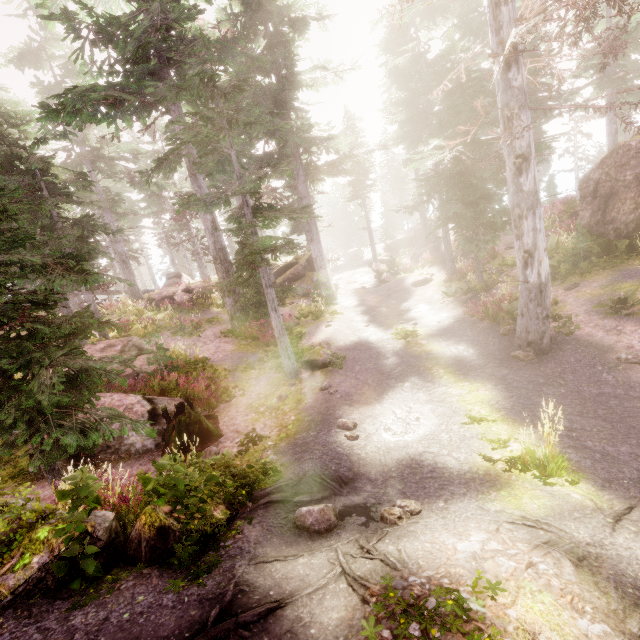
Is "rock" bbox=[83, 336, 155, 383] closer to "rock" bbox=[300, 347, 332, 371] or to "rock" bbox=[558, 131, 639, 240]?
"rock" bbox=[300, 347, 332, 371]

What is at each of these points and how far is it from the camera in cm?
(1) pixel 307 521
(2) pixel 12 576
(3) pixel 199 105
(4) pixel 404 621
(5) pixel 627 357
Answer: (1) instancedfoliageactor, 475
(2) rock, 350
(3) instancedfoliageactor, 1772
(4) instancedfoliageactor, 276
(5) instancedfoliageactor, 848

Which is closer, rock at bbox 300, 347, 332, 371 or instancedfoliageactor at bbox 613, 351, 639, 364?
instancedfoliageactor at bbox 613, 351, 639, 364

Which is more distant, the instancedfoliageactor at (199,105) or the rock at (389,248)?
the rock at (389,248)

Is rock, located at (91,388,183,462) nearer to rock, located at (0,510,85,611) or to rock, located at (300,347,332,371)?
rock, located at (300,347,332,371)

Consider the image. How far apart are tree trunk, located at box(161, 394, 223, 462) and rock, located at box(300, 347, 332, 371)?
3.52m

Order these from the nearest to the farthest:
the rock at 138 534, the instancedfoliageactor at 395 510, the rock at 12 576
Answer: the rock at 12 576, the rock at 138 534, the instancedfoliageactor at 395 510

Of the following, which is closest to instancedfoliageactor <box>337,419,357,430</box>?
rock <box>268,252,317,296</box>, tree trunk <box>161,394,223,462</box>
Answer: rock <box>268,252,317,296</box>
